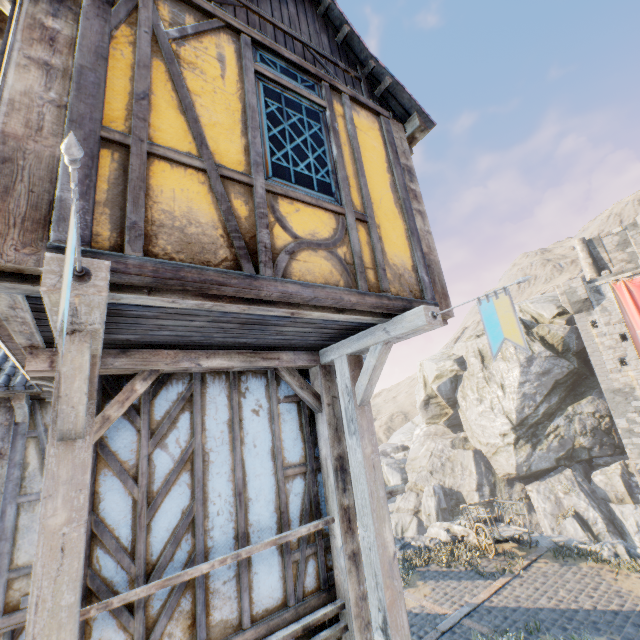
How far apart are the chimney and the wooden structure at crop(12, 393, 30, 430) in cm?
4061

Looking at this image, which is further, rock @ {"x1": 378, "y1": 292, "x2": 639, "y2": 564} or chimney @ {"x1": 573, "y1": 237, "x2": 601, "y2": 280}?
chimney @ {"x1": 573, "y1": 237, "x2": 601, "y2": 280}

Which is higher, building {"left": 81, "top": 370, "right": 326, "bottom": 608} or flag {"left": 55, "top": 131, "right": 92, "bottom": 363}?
flag {"left": 55, "top": 131, "right": 92, "bottom": 363}

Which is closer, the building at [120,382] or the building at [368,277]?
the building at [368,277]

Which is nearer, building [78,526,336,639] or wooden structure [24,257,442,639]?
wooden structure [24,257,442,639]

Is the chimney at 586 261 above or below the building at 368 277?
above

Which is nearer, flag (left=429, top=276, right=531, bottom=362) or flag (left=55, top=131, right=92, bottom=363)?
flag (left=55, top=131, right=92, bottom=363)

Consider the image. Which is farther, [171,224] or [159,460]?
[159,460]
